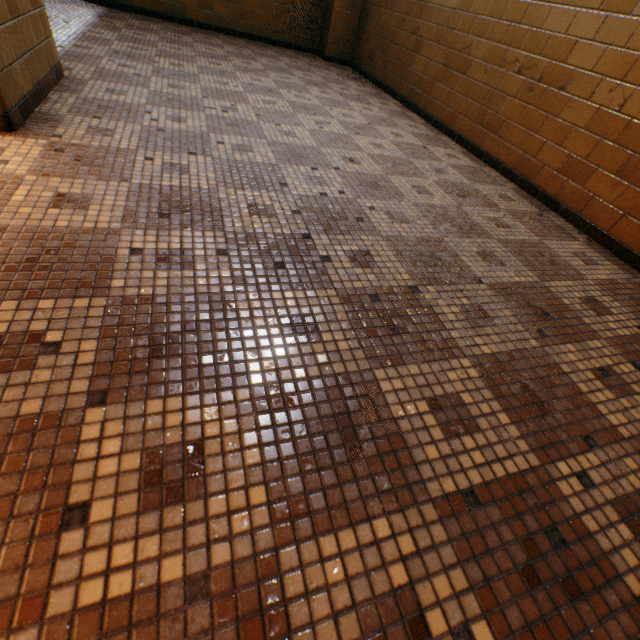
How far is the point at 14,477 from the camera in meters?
0.7
